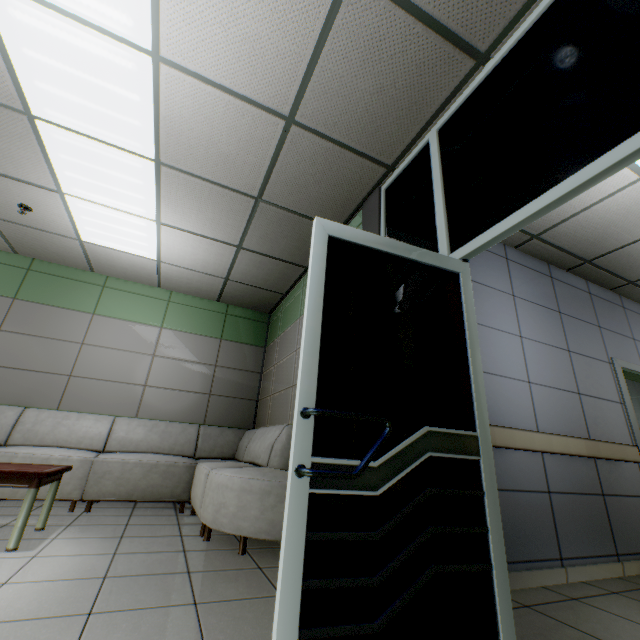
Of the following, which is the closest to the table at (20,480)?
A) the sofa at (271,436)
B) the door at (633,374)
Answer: the sofa at (271,436)

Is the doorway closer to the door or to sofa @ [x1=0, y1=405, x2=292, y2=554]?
sofa @ [x1=0, y1=405, x2=292, y2=554]

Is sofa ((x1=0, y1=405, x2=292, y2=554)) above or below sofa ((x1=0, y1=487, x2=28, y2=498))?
above

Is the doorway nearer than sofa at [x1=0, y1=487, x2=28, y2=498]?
Yes

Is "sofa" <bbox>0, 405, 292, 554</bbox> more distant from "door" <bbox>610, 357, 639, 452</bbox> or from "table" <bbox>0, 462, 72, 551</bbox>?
Result: "door" <bbox>610, 357, 639, 452</bbox>

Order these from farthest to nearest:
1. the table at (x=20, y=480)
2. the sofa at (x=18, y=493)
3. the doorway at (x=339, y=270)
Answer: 1. the sofa at (x=18, y=493)
2. the table at (x=20, y=480)
3. the doorway at (x=339, y=270)

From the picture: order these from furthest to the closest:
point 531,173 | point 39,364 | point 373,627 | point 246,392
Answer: point 246,392 → point 39,364 → point 531,173 → point 373,627
